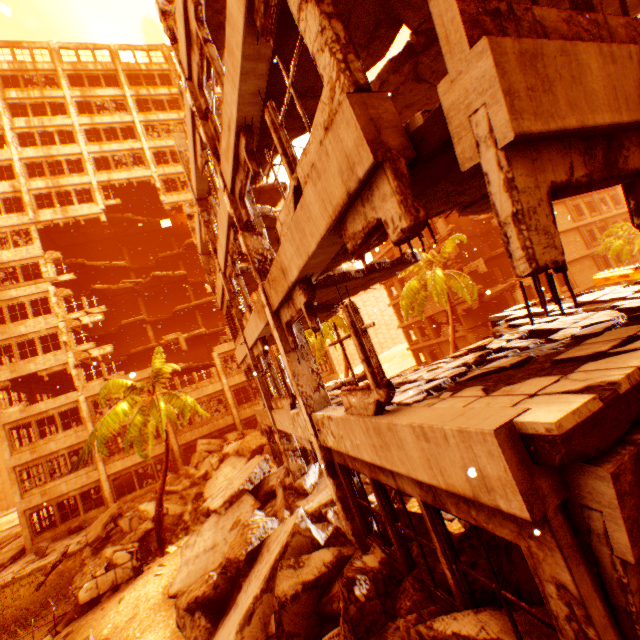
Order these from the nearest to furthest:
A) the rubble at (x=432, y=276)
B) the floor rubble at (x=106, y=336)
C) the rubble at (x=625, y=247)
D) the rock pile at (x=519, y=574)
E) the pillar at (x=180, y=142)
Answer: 1. the rock pile at (x=519, y=574)
2. the pillar at (x=180, y=142)
3. the rubble at (x=432, y=276)
4. the rubble at (x=625, y=247)
5. the floor rubble at (x=106, y=336)

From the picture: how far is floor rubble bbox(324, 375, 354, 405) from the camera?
7.71m

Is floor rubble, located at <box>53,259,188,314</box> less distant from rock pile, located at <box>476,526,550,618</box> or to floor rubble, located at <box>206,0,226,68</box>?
rock pile, located at <box>476,526,550,618</box>

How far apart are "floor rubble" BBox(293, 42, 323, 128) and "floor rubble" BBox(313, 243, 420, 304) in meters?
2.5 m

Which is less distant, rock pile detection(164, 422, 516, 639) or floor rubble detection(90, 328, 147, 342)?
rock pile detection(164, 422, 516, 639)

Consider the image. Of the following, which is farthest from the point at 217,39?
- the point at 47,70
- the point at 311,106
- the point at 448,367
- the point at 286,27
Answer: the point at 47,70

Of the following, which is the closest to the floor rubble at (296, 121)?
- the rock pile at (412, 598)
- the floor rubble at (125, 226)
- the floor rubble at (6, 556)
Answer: the rock pile at (412, 598)

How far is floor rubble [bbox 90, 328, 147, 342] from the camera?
31.33m
